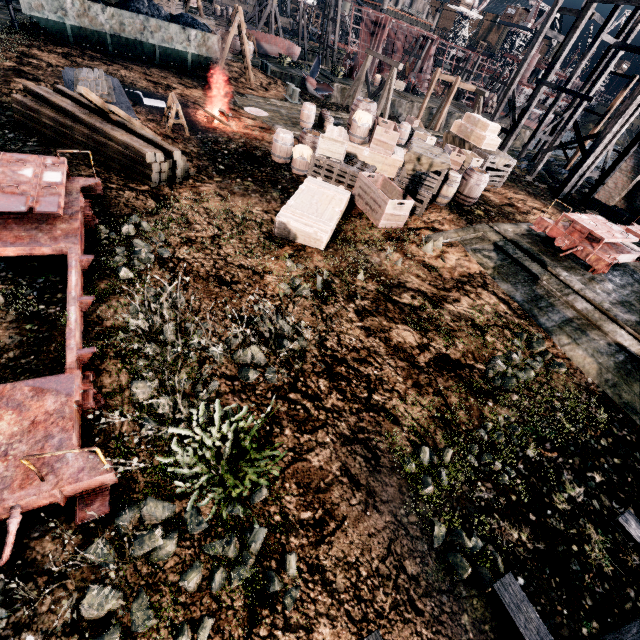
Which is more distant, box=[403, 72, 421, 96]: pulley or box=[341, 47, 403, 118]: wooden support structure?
box=[403, 72, 421, 96]: pulley

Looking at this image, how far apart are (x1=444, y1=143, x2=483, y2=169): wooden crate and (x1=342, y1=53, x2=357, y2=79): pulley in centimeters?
3473cm

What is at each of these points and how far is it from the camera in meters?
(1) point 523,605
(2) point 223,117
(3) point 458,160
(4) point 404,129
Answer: (1) wooden scaffolding, 4.3 m
(2) wooden beam, 16.9 m
(3) wooden crate, 14.7 m
(4) wooden barrel, 23.9 m

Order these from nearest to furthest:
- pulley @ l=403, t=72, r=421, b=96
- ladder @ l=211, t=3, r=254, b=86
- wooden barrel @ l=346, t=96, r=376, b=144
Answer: wooden barrel @ l=346, t=96, r=376, b=144, ladder @ l=211, t=3, r=254, b=86, pulley @ l=403, t=72, r=421, b=96

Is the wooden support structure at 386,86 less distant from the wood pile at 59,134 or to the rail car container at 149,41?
the rail car container at 149,41

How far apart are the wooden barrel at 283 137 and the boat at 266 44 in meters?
30.5 m

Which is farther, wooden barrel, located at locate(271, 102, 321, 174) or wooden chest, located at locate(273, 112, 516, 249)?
wooden barrel, located at locate(271, 102, 321, 174)

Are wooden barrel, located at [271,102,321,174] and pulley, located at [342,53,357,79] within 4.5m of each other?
no
